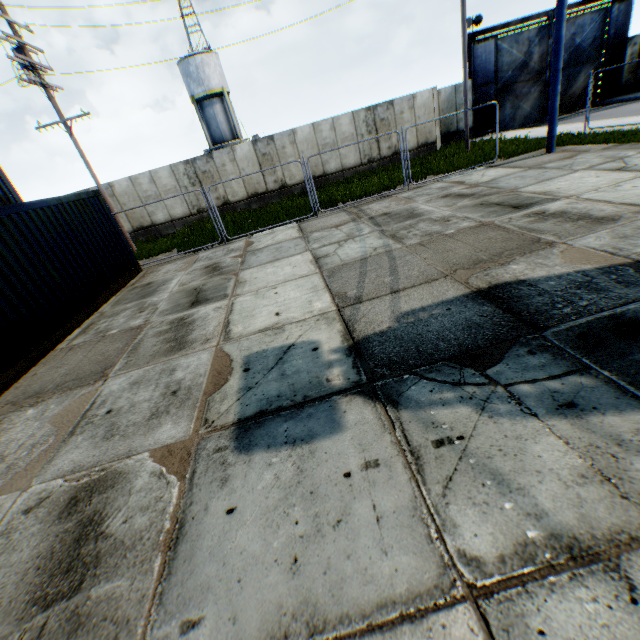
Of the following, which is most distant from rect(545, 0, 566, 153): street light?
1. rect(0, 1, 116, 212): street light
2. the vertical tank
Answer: the vertical tank

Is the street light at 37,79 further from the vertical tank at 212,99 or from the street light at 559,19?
the vertical tank at 212,99

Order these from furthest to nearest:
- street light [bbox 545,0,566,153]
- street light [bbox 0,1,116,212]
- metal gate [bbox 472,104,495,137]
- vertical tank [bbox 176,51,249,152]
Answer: vertical tank [bbox 176,51,249,152]
metal gate [bbox 472,104,495,137]
street light [bbox 0,1,116,212]
street light [bbox 545,0,566,153]

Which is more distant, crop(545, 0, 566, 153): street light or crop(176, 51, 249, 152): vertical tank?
crop(176, 51, 249, 152): vertical tank

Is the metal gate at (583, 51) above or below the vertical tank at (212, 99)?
below

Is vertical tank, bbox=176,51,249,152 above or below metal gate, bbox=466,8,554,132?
above

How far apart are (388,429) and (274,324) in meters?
3.0

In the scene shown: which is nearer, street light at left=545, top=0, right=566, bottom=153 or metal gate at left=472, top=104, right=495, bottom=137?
street light at left=545, top=0, right=566, bottom=153
